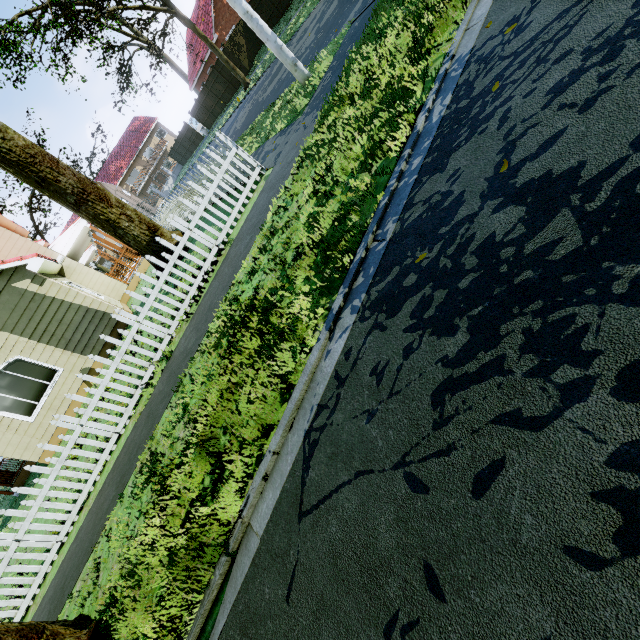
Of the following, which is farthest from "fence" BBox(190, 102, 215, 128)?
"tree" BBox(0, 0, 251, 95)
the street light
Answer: the street light

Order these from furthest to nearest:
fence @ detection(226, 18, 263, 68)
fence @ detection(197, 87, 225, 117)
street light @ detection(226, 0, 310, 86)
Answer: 1. fence @ detection(197, 87, 225, 117)
2. fence @ detection(226, 18, 263, 68)
3. street light @ detection(226, 0, 310, 86)

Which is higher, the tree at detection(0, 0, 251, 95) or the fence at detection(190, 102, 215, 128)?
the tree at detection(0, 0, 251, 95)

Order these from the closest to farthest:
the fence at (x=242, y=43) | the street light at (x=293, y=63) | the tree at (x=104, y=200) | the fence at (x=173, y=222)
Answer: the fence at (x=173, y=222) < the street light at (x=293, y=63) < the tree at (x=104, y=200) < the fence at (x=242, y=43)

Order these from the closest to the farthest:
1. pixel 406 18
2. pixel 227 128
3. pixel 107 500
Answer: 1. pixel 406 18
2. pixel 107 500
3. pixel 227 128

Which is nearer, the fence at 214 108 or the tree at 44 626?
the tree at 44 626

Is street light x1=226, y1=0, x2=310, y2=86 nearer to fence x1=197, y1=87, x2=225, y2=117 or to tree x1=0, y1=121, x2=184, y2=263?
fence x1=197, y1=87, x2=225, y2=117

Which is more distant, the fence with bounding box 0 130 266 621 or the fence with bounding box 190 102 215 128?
the fence with bounding box 190 102 215 128
